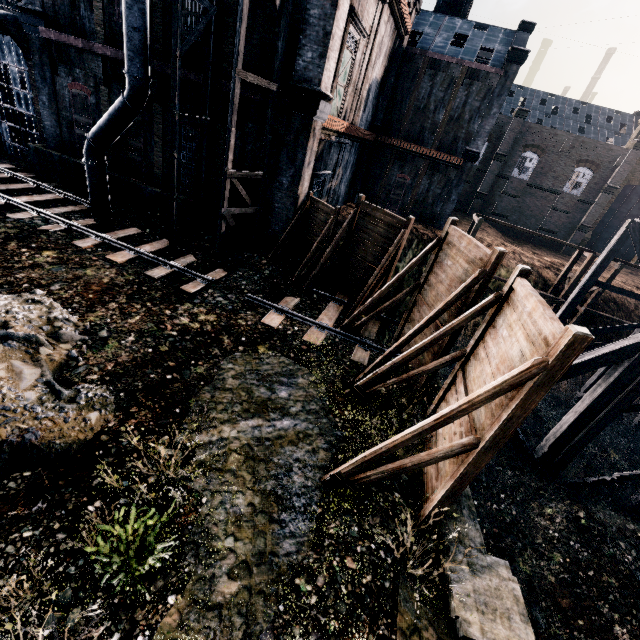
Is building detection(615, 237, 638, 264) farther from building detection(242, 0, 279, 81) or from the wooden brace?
the wooden brace

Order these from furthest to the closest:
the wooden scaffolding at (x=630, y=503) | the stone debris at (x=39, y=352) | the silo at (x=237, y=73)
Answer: the wooden scaffolding at (x=630, y=503)
the silo at (x=237, y=73)
the stone debris at (x=39, y=352)

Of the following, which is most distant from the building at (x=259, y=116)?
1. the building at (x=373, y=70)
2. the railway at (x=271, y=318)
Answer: the building at (x=373, y=70)

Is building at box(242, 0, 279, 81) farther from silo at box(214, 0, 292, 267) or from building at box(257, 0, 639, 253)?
building at box(257, 0, 639, 253)

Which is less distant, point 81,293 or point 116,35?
point 81,293

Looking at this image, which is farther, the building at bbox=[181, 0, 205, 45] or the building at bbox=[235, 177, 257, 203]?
the building at bbox=[235, 177, 257, 203]

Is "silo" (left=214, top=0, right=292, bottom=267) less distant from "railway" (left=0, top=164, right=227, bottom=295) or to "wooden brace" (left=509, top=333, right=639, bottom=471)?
"railway" (left=0, top=164, right=227, bottom=295)

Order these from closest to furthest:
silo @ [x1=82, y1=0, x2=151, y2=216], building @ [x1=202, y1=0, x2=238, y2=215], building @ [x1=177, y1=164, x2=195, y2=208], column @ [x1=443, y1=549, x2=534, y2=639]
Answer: column @ [x1=443, y1=549, x2=534, y2=639]
silo @ [x1=82, y1=0, x2=151, y2=216]
building @ [x1=202, y1=0, x2=238, y2=215]
building @ [x1=177, y1=164, x2=195, y2=208]
